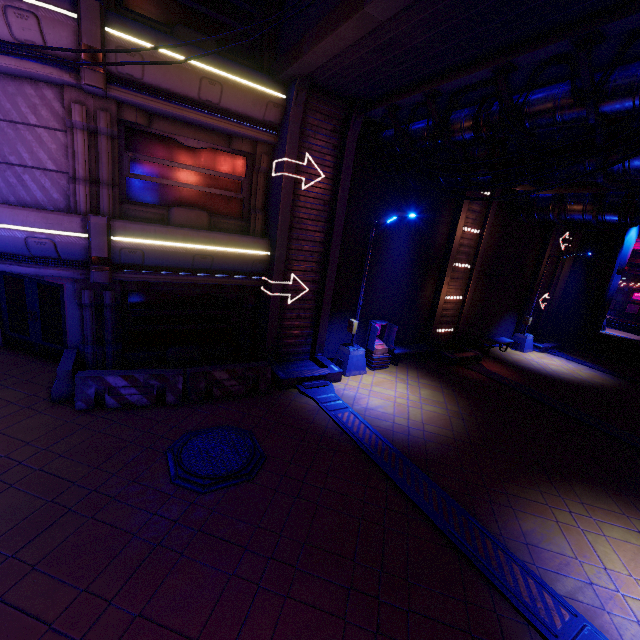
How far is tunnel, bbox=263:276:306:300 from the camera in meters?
10.9

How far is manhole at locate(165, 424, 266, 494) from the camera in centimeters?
642cm

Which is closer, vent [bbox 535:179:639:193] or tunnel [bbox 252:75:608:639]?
tunnel [bbox 252:75:608:639]

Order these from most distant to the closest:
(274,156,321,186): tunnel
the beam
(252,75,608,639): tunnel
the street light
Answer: the street light < (274,156,321,186): tunnel < the beam < (252,75,608,639): tunnel

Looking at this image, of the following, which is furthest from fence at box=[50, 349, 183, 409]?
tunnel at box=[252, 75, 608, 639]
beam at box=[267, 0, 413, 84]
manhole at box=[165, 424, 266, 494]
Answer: beam at box=[267, 0, 413, 84]

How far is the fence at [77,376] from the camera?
8.1 meters

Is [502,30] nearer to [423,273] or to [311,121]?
[311,121]

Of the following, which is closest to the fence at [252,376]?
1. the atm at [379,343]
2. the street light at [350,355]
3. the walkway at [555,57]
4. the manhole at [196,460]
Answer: the manhole at [196,460]
